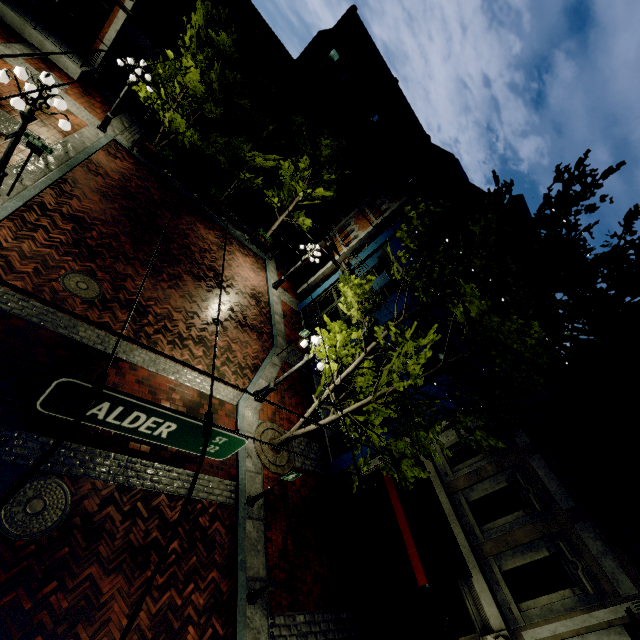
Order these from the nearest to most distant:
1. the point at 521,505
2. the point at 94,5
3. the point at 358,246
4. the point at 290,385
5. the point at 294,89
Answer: the point at 521,505
the point at 290,385
the point at 94,5
the point at 358,246
the point at 294,89

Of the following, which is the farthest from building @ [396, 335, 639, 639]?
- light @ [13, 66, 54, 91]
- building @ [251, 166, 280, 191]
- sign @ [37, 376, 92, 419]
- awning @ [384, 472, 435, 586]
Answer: building @ [251, 166, 280, 191]

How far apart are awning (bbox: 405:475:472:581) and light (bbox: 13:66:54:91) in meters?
11.9 m

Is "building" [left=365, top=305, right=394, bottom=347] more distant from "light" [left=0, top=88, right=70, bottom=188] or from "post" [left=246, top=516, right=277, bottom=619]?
"light" [left=0, top=88, right=70, bottom=188]

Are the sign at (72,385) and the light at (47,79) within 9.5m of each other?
yes

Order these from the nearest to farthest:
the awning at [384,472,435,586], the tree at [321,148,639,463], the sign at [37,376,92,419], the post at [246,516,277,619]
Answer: the sign at [37,376,92,419]
the tree at [321,148,639,463]
the post at [246,516,277,619]
the awning at [384,472,435,586]

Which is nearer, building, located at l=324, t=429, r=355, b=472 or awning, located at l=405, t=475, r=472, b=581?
awning, located at l=405, t=475, r=472, b=581

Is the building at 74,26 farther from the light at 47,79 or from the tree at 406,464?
the light at 47,79
